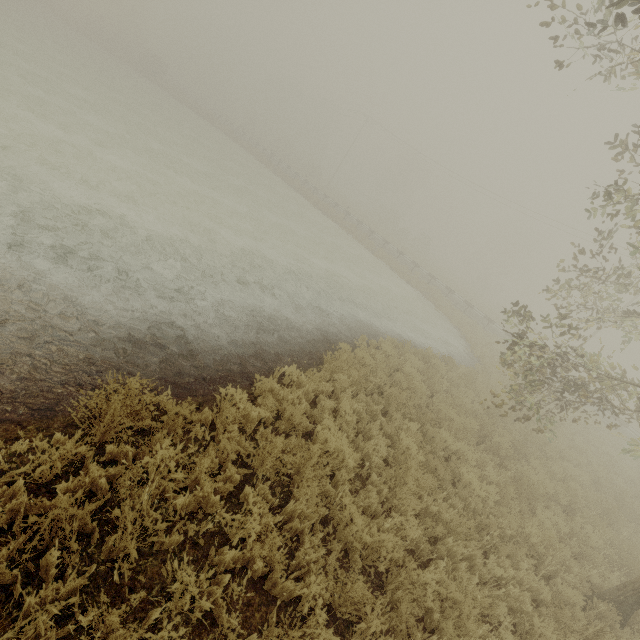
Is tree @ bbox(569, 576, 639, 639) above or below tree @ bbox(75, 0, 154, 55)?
below

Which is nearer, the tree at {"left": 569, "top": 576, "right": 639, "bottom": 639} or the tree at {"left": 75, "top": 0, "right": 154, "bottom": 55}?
the tree at {"left": 569, "top": 576, "right": 639, "bottom": 639}

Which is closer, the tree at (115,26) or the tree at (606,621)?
the tree at (606,621)

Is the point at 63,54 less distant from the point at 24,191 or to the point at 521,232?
the point at 24,191

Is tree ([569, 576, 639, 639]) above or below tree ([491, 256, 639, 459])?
below

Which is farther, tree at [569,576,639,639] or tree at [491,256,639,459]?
Result: tree at [491,256,639,459]

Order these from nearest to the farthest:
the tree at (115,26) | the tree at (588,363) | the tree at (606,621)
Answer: the tree at (606,621) < the tree at (588,363) < the tree at (115,26)
